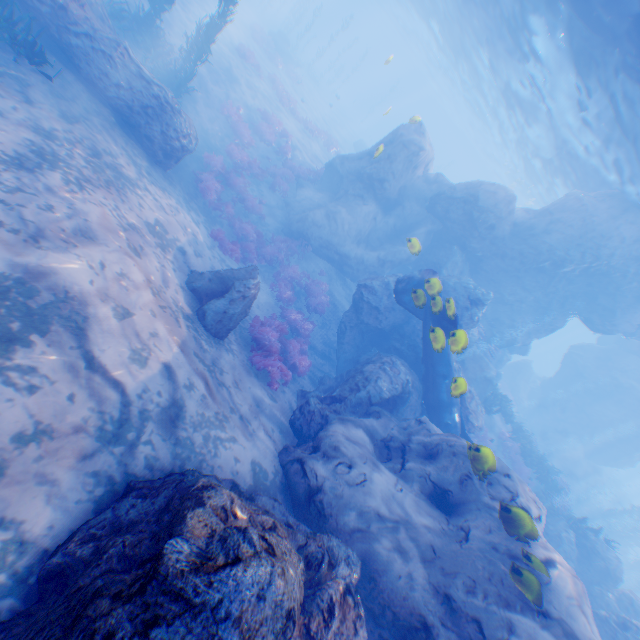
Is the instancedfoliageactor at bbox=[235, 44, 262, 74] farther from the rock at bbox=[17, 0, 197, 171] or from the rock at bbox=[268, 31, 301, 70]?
the rock at bbox=[268, 31, 301, 70]

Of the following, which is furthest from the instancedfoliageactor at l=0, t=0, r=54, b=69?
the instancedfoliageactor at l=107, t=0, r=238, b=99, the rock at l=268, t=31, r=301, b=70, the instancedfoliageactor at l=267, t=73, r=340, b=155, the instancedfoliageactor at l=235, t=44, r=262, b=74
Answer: the rock at l=268, t=31, r=301, b=70

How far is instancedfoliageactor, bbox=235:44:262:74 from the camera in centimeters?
2308cm

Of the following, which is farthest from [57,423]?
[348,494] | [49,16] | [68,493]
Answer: [49,16]

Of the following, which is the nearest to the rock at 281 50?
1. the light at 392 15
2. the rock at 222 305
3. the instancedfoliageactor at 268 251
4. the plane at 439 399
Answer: the light at 392 15

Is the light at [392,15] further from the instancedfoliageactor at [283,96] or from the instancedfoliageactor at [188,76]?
the instancedfoliageactor at [283,96]

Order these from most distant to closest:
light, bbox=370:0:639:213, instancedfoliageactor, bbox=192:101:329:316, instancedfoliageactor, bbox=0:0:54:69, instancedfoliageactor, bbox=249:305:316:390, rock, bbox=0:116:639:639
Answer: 1. instancedfoliageactor, bbox=192:101:329:316
2. light, bbox=370:0:639:213
3. instancedfoliageactor, bbox=249:305:316:390
4. instancedfoliageactor, bbox=0:0:54:69
5. rock, bbox=0:116:639:639

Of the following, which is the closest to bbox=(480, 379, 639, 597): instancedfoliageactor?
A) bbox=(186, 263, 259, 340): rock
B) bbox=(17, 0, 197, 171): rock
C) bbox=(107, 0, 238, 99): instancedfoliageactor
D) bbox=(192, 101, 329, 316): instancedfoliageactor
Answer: bbox=(17, 0, 197, 171): rock
